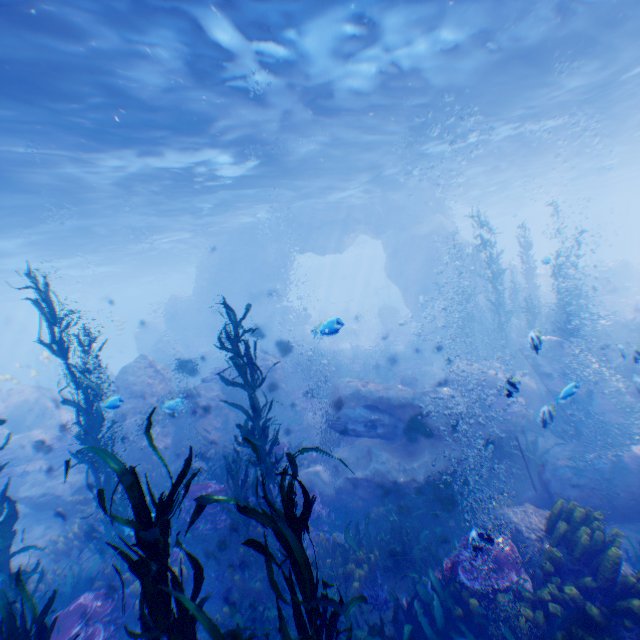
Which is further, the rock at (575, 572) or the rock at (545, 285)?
the rock at (545, 285)

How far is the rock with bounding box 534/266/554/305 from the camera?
26.7m

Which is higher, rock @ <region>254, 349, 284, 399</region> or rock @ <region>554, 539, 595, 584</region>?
rock @ <region>254, 349, 284, 399</region>

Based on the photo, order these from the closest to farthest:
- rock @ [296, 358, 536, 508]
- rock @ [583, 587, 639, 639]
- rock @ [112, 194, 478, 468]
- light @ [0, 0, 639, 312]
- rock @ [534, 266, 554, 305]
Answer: rock @ [583, 587, 639, 639] → light @ [0, 0, 639, 312] → rock @ [296, 358, 536, 508] → rock @ [112, 194, 478, 468] → rock @ [534, 266, 554, 305]

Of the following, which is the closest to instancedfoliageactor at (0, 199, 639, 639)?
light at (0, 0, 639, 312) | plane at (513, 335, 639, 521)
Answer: plane at (513, 335, 639, 521)

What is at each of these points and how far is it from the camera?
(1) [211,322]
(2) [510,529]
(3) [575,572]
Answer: (1) rock, 31.2m
(2) rock, 6.0m
(3) rock, 4.9m
